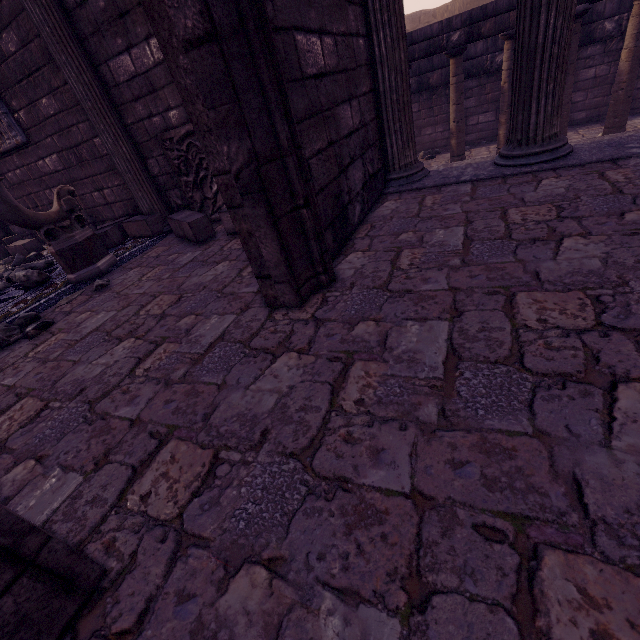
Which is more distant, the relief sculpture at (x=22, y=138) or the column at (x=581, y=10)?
the column at (x=581, y=10)

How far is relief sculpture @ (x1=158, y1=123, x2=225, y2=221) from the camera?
4.26m

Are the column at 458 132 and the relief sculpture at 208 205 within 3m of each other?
no

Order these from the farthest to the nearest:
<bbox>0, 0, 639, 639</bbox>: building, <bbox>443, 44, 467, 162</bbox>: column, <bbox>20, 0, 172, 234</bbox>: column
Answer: <bbox>443, 44, 467, 162</bbox>: column
<bbox>20, 0, 172, 234</bbox>: column
<bbox>0, 0, 639, 639</bbox>: building

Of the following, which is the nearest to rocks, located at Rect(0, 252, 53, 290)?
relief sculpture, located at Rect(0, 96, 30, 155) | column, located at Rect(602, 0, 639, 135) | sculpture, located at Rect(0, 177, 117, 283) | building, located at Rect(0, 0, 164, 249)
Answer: building, located at Rect(0, 0, 164, 249)

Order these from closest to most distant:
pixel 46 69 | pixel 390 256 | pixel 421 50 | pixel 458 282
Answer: pixel 458 282
pixel 390 256
pixel 46 69
pixel 421 50

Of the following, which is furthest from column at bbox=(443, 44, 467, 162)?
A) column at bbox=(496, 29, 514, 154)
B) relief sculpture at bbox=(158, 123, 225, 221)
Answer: relief sculpture at bbox=(158, 123, 225, 221)

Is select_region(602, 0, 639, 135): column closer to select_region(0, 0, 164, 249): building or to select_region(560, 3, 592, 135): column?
select_region(560, 3, 592, 135): column
